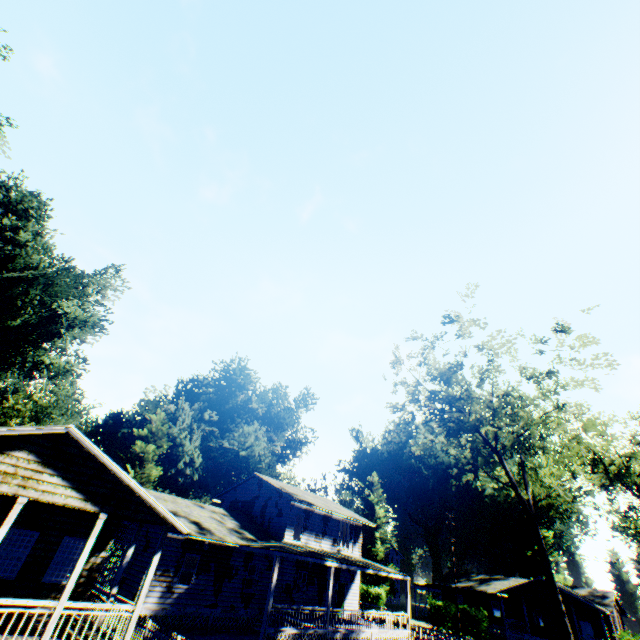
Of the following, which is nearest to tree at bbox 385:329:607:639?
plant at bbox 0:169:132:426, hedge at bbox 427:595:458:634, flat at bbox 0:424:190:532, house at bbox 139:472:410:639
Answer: house at bbox 139:472:410:639

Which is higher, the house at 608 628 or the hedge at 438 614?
the house at 608 628

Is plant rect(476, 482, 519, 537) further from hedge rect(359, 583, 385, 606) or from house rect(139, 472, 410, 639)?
house rect(139, 472, 410, 639)

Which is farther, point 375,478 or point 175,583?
point 375,478

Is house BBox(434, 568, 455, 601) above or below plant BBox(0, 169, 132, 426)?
below

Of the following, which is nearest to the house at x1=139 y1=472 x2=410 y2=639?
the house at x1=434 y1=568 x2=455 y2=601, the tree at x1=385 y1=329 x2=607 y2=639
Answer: the tree at x1=385 y1=329 x2=607 y2=639

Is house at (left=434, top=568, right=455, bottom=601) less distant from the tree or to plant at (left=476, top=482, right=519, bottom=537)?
plant at (left=476, top=482, right=519, bottom=537)

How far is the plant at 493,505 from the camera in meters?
57.9
